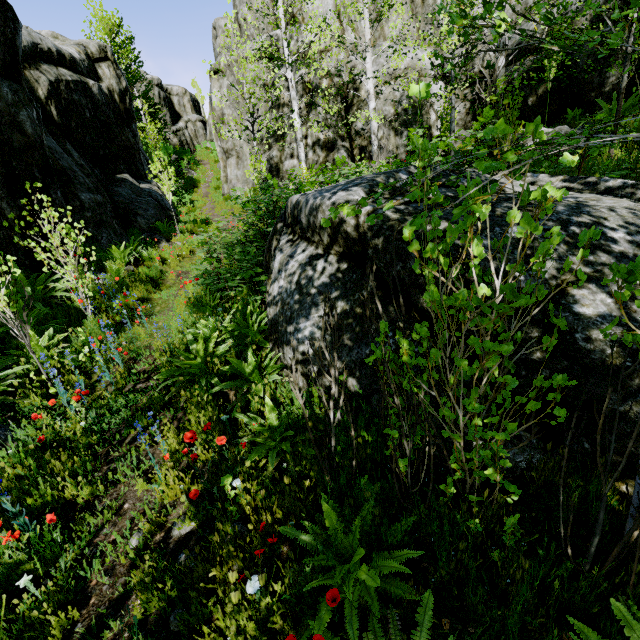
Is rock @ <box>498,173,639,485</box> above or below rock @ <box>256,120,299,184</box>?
below

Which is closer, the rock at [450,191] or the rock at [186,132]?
the rock at [450,191]

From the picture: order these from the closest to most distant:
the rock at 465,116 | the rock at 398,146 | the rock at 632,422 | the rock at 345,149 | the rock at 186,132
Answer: the rock at 632,422 < the rock at 465,116 < the rock at 398,146 < the rock at 345,149 < the rock at 186,132

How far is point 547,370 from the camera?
2.0m

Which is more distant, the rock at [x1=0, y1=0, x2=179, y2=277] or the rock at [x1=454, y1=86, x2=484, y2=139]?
the rock at [x1=454, y1=86, x2=484, y2=139]

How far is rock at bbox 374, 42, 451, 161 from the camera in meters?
14.1 m
